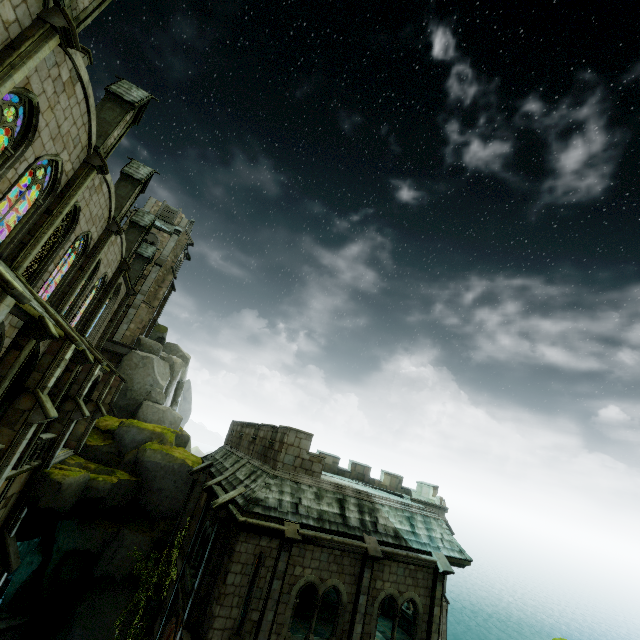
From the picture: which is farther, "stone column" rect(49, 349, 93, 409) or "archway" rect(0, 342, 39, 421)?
"stone column" rect(49, 349, 93, 409)

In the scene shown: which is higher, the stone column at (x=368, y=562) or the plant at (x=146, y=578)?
the stone column at (x=368, y=562)

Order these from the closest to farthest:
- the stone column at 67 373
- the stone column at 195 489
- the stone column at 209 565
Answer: the stone column at 209 565 < the stone column at 67 373 < the stone column at 195 489

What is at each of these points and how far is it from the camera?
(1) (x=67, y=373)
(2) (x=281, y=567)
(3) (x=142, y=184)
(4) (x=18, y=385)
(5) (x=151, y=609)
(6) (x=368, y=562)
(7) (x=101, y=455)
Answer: (1) stone column, 14.75m
(2) stone column, 11.95m
(3) merlon, 21.75m
(4) archway, 11.23m
(5) stone column, 17.70m
(6) stone column, 13.20m
(7) rock, 22.53m

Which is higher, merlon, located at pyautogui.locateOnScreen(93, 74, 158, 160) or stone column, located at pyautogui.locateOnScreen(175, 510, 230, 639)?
merlon, located at pyautogui.locateOnScreen(93, 74, 158, 160)

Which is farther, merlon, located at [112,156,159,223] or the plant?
merlon, located at [112,156,159,223]

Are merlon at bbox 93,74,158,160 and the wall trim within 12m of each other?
no

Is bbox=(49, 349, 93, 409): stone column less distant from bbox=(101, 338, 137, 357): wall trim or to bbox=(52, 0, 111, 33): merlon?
bbox=(52, 0, 111, 33): merlon
